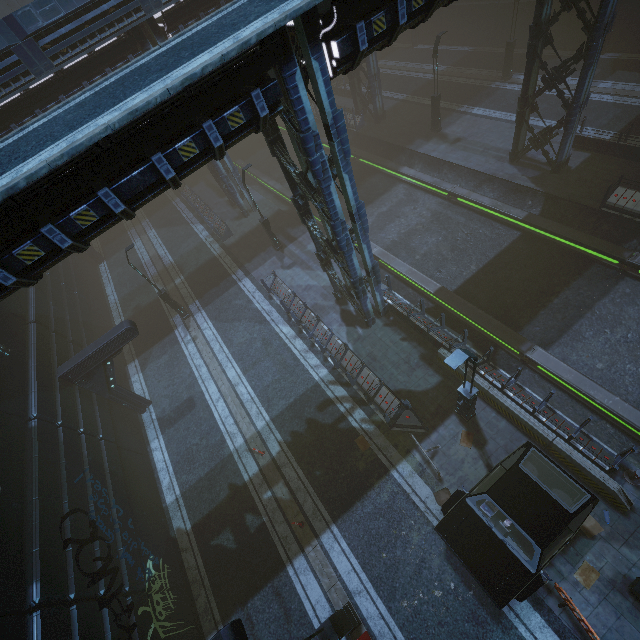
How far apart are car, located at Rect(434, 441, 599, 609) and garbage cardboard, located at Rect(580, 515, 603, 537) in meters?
1.2

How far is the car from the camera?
8.2m

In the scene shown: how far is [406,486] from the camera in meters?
11.8

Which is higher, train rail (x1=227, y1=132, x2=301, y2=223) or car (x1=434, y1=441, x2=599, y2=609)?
car (x1=434, y1=441, x2=599, y2=609)

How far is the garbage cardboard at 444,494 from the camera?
11.18m

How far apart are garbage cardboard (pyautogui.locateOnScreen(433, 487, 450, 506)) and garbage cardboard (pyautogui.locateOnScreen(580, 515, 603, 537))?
3.2m

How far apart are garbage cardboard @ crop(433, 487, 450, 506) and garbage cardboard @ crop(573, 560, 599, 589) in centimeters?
342cm

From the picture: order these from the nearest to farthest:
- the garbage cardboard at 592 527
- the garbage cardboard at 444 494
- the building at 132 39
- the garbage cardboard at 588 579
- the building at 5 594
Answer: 1. the building at 5 594
2. the garbage cardboard at 588 579
3. the garbage cardboard at 592 527
4. the garbage cardboard at 444 494
5. the building at 132 39
